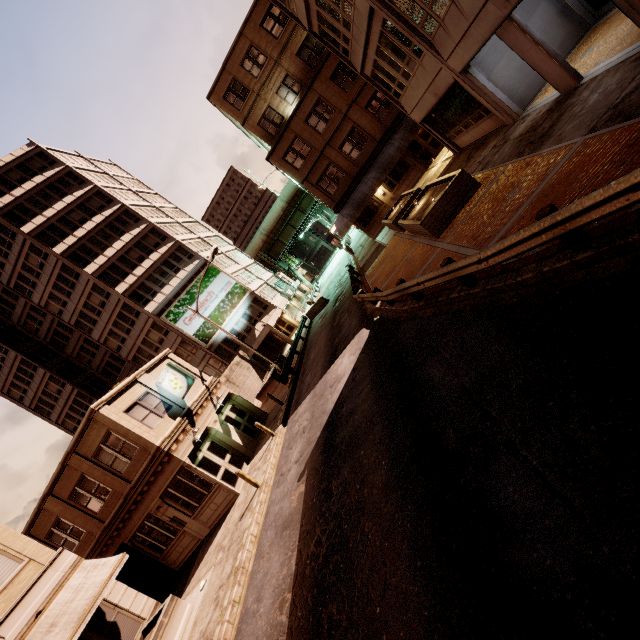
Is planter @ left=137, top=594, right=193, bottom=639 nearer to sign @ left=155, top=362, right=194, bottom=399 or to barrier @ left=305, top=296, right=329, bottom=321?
sign @ left=155, top=362, right=194, bottom=399

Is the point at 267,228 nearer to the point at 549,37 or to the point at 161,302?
the point at 161,302

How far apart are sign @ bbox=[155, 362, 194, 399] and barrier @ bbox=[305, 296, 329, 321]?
16.36m

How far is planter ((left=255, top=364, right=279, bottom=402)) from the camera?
27.2 meters

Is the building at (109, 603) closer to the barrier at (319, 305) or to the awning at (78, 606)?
the awning at (78, 606)

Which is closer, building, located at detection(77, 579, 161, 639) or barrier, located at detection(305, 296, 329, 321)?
building, located at detection(77, 579, 161, 639)

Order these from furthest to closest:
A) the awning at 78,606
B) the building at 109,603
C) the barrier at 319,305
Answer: the barrier at 319,305 → the building at 109,603 → the awning at 78,606

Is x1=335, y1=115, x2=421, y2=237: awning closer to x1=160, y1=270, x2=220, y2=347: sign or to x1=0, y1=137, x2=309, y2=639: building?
x1=0, y1=137, x2=309, y2=639: building
